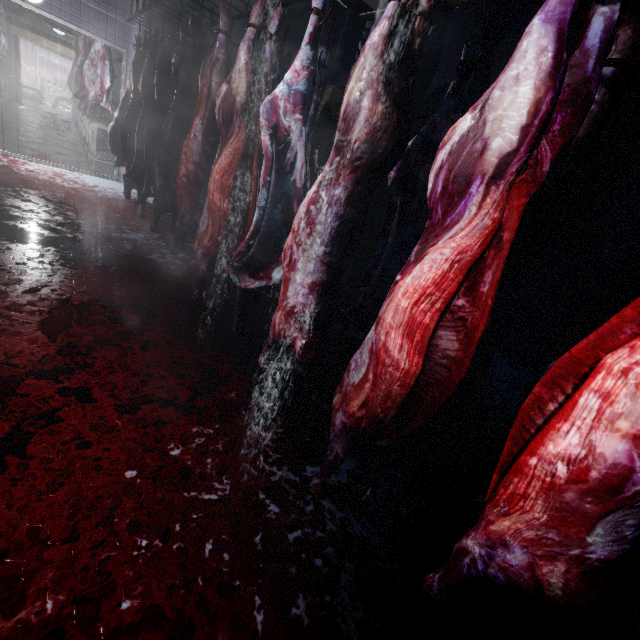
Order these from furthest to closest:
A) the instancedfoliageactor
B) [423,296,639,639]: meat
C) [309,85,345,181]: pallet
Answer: the instancedfoliageactor < [309,85,345,181]: pallet < [423,296,639,639]: meat

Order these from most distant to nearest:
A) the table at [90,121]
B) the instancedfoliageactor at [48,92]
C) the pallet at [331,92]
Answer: the instancedfoliageactor at [48,92] → the table at [90,121] → the pallet at [331,92]

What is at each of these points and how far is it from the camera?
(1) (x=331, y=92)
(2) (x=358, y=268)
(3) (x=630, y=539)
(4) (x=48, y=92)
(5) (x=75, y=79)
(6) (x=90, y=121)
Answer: (1) pallet, 4.9 meters
(2) pallet, 5.2 meters
(3) meat, 0.8 meters
(4) instancedfoliageactor, 17.3 meters
(5) meat, 8.1 meters
(6) table, 6.1 meters

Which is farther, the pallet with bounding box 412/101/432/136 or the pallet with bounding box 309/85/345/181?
the pallet with bounding box 309/85/345/181

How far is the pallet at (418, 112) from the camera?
4.25m

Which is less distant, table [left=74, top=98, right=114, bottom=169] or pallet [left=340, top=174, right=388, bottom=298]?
pallet [left=340, top=174, right=388, bottom=298]

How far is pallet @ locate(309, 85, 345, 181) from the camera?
4.8m

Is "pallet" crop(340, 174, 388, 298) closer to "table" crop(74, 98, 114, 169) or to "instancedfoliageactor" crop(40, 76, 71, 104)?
"table" crop(74, 98, 114, 169)
